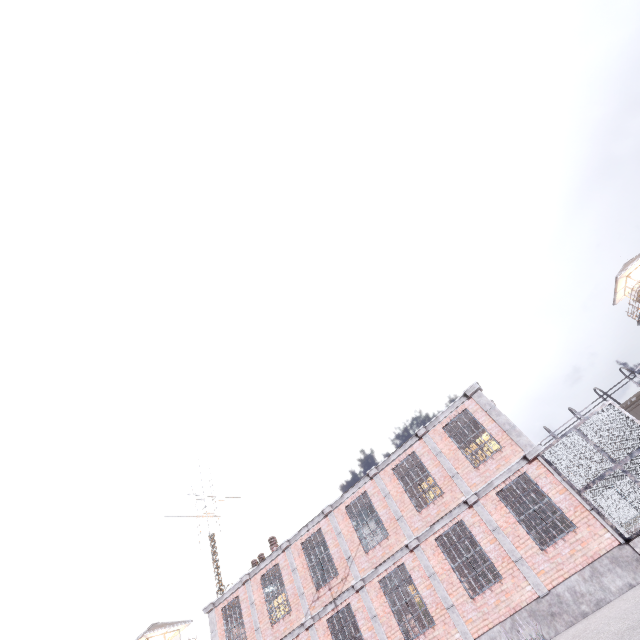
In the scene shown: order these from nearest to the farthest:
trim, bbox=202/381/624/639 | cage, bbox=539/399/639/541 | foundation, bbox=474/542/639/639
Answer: foundation, bbox=474/542/639/639 → cage, bbox=539/399/639/541 → trim, bbox=202/381/624/639

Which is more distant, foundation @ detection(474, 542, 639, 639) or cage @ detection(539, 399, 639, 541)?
cage @ detection(539, 399, 639, 541)

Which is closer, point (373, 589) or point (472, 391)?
point (373, 589)

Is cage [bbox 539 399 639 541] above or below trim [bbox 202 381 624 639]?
below

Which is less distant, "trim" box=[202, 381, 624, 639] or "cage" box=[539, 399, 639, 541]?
"cage" box=[539, 399, 639, 541]

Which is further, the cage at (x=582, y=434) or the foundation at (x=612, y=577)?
the cage at (x=582, y=434)

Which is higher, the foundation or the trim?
the trim

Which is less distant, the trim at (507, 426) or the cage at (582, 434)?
the cage at (582, 434)
